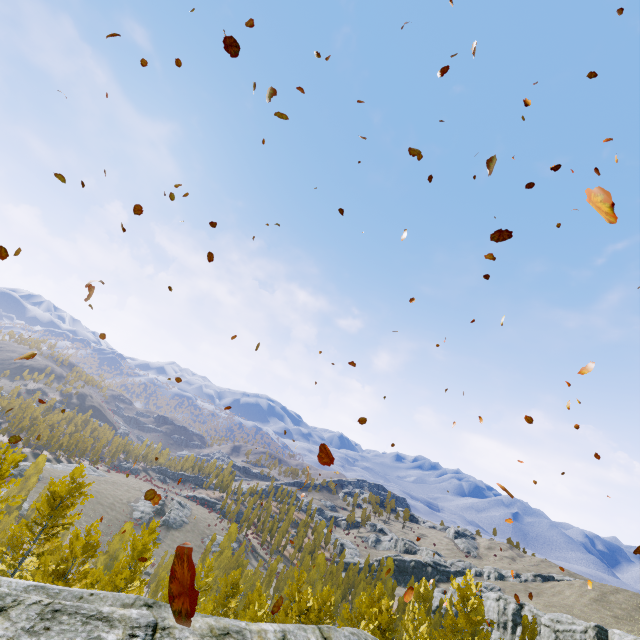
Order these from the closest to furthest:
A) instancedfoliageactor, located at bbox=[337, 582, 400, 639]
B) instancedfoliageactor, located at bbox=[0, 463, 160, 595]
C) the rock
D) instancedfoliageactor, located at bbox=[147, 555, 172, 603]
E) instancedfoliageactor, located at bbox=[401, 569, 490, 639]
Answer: the rock
instancedfoliageactor, located at bbox=[0, 463, 160, 595]
instancedfoliageactor, located at bbox=[337, 582, 400, 639]
instancedfoliageactor, located at bbox=[401, 569, 490, 639]
instancedfoliageactor, located at bbox=[147, 555, 172, 603]

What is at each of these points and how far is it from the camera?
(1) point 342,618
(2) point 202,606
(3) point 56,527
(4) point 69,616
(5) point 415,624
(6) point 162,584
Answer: (1) instancedfoliageactor, 54.3m
(2) instancedfoliageactor, 26.0m
(3) instancedfoliageactor, 22.8m
(4) rock, 4.3m
(5) instancedfoliageactor, 24.9m
(6) instancedfoliageactor, 26.4m

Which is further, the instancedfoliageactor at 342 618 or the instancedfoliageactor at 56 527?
the instancedfoliageactor at 342 618

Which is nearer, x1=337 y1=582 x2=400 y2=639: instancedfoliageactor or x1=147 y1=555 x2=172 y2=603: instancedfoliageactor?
x1=337 y1=582 x2=400 y2=639: instancedfoliageactor

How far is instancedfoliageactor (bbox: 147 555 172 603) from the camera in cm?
2549

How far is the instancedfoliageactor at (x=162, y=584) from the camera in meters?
25.5 m
